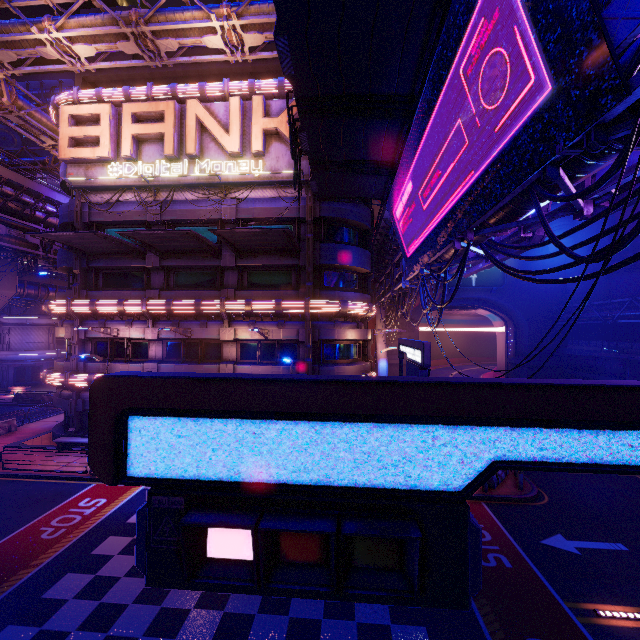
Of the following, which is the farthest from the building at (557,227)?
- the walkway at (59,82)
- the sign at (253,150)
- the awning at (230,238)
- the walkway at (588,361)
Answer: the awning at (230,238)

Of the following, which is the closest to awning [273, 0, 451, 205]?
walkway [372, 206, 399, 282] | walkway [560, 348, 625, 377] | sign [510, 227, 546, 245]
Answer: walkway [372, 206, 399, 282]

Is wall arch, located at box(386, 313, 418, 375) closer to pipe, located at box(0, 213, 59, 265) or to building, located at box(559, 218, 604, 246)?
building, located at box(559, 218, 604, 246)

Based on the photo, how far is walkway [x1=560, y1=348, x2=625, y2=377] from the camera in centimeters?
3120cm

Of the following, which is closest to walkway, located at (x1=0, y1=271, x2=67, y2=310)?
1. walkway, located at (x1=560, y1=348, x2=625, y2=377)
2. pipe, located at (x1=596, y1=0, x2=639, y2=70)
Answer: pipe, located at (x1=596, y1=0, x2=639, y2=70)

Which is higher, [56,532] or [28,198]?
[28,198]

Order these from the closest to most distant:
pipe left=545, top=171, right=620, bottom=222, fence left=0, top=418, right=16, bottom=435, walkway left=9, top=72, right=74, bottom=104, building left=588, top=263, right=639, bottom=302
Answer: Answer:
pipe left=545, top=171, right=620, bottom=222
fence left=0, top=418, right=16, bottom=435
building left=588, top=263, right=639, bottom=302
walkway left=9, top=72, right=74, bottom=104

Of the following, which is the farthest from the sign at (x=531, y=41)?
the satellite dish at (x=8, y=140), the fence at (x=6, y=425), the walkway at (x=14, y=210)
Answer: the satellite dish at (x=8, y=140)
